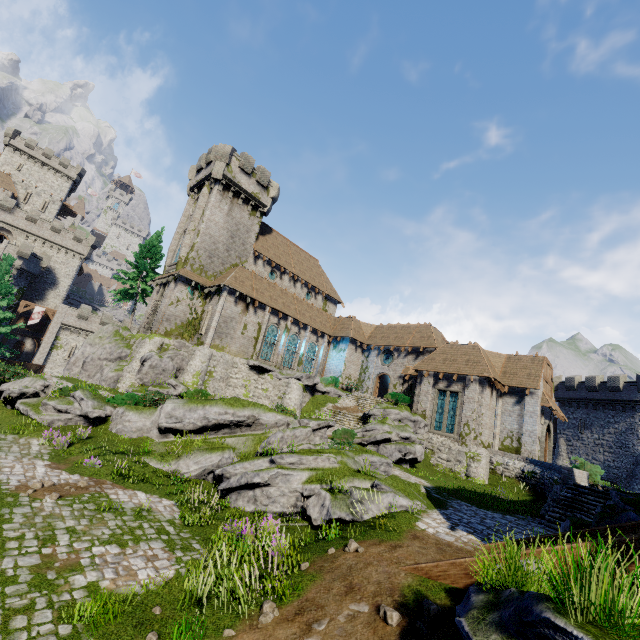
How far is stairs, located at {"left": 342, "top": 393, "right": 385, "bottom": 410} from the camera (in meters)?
30.08

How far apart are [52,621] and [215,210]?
31.4 meters

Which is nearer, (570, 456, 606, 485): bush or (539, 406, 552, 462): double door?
(570, 456, 606, 485): bush

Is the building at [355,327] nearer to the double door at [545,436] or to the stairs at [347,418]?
the double door at [545,436]

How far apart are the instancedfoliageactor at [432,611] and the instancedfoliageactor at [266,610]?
2.73m

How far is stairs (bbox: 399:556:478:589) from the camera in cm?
635

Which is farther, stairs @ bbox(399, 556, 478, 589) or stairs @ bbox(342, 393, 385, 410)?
→ stairs @ bbox(342, 393, 385, 410)

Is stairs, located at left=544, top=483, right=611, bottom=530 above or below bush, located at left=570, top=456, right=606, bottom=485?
below
